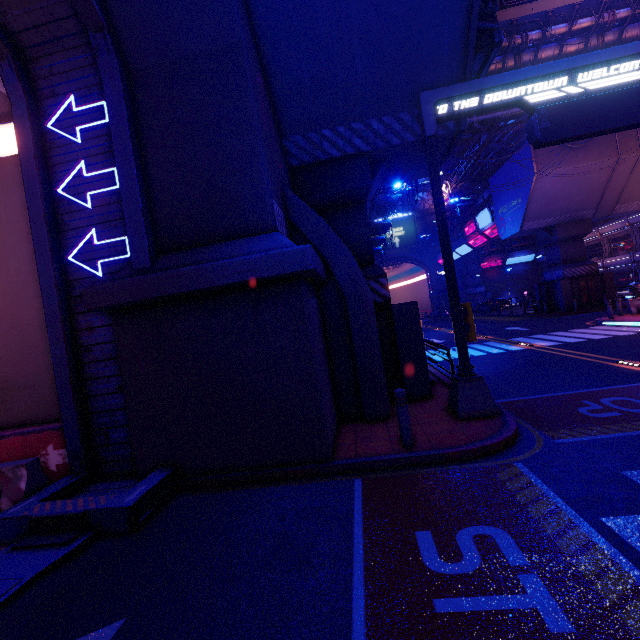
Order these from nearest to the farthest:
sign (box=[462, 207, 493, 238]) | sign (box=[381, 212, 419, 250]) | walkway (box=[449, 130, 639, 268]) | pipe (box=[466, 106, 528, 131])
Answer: pipe (box=[466, 106, 528, 131])
walkway (box=[449, 130, 639, 268])
sign (box=[462, 207, 493, 238])
sign (box=[381, 212, 419, 250])

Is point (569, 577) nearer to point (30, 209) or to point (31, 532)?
point (31, 532)

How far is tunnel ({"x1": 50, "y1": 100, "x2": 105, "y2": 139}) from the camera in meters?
6.7

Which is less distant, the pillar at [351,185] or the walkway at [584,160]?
the pillar at [351,185]

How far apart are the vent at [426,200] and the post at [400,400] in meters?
58.3 m

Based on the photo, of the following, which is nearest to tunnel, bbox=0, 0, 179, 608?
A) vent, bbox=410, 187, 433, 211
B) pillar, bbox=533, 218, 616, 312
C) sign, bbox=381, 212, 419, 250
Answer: pillar, bbox=533, 218, 616, 312

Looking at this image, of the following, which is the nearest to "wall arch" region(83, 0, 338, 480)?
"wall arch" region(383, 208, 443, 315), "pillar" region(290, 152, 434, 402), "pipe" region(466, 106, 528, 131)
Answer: "pillar" region(290, 152, 434, 402)

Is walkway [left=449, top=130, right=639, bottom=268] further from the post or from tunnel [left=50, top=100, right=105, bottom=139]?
tunnel [left=50, top=100, right=105, bottom=139]
